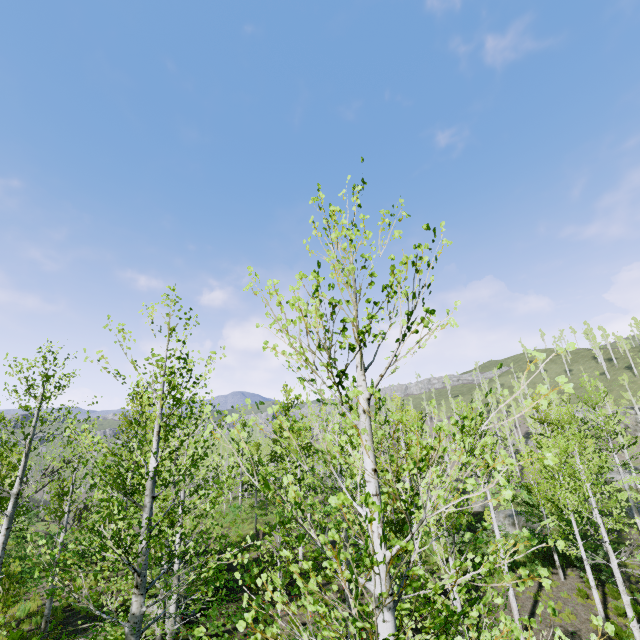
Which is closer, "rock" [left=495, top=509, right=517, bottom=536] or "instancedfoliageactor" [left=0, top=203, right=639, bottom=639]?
"instancedfoliageactor" [left=0, top=203, right=639, bottom=639]

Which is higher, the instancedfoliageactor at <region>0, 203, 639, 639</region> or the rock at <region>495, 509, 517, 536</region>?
the instancedfoliageactor at <region>0, 203, 639, 639</region>

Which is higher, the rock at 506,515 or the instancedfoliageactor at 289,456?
the instancedfoliageactor at 289,456

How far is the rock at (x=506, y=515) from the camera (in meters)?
25.02

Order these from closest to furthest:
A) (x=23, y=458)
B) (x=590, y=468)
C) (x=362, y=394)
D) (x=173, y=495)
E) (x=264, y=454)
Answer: (x=362, y=394) → (x=173, y=495) → (x=23, y=458) → (x=590, y=468) → (x=264, y=454)

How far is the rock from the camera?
25.0m
